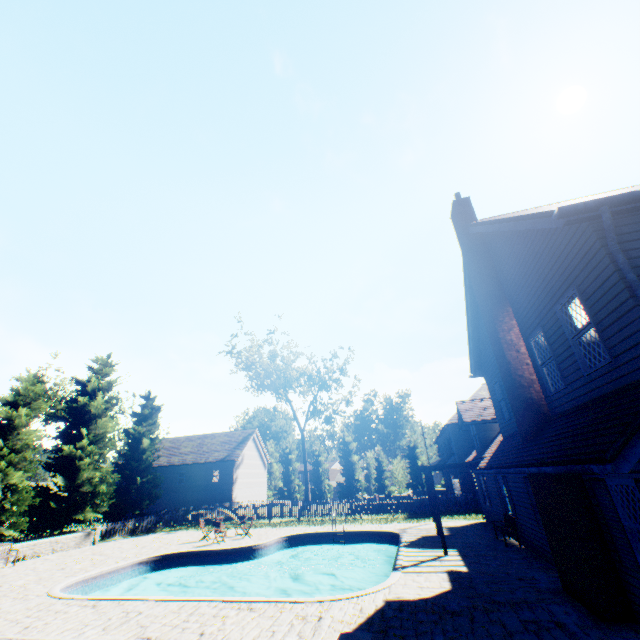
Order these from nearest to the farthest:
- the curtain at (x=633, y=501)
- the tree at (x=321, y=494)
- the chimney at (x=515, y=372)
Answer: the curtain at (x=633, y=501) < the chimney at (x=515, y=372) < the tree at (x=321, y=494)

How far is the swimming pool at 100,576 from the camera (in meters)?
10.07

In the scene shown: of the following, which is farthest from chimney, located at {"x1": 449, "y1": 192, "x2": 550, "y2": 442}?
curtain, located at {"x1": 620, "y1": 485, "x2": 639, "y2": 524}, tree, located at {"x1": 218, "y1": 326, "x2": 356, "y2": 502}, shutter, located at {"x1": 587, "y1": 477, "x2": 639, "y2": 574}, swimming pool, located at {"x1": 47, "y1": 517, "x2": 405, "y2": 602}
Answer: tree, located at {"x1": 218, "y1": 326, "x2": 356, "y2": 502}

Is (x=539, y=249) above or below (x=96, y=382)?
below

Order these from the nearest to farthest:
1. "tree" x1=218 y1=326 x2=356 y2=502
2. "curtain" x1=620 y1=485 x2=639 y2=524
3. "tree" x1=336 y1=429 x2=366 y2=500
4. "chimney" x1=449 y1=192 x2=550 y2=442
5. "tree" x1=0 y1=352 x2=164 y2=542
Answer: "curtain" x1=620 y1=485 x2=639 y2=524 < "chimney" x1=449 y1=192 x2=550 y2=442 < "tree" x1=0 y1=352 x2=164 y2=542 < "tree" x1=218 y1=326 x2=356 y2=502 < "tree" x1=336 y1=429 x2=366 y2=500

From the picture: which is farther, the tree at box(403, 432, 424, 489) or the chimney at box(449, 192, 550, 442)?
the tree at box(403, 432, 424, 489)

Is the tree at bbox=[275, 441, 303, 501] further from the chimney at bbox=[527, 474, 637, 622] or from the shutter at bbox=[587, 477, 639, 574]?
the shutter at bbox=[587, 477, 639, 574]

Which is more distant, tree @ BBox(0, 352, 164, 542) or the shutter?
tree @ BBox(0, 352, 164, 542)
